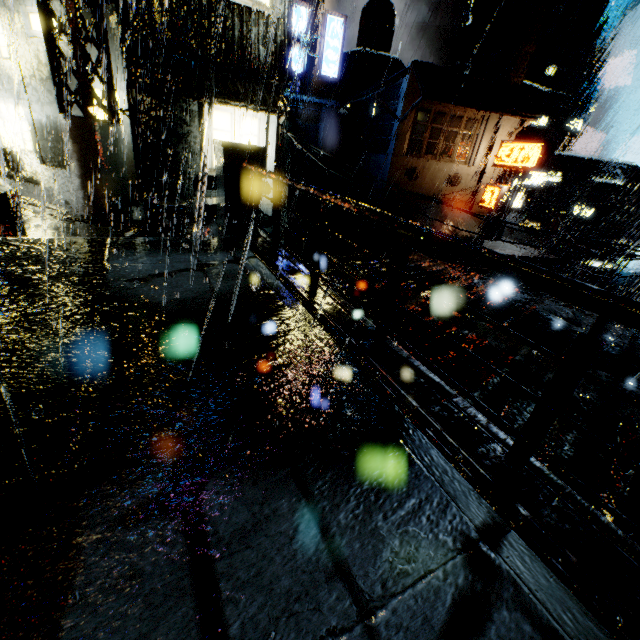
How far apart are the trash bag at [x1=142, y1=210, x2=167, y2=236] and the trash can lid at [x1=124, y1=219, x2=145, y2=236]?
0.0m

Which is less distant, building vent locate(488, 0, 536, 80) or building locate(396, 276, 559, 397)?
building locate(396, 276, 559, 397)

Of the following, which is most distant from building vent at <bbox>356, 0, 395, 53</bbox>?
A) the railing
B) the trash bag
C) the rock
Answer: the rock

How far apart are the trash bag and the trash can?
0.01m

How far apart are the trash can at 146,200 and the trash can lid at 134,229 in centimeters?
3cm

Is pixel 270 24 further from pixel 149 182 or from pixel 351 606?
pixel 351 606

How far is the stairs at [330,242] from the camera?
28.6m

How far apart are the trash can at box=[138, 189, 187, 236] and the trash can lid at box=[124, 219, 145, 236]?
0.0 meters
